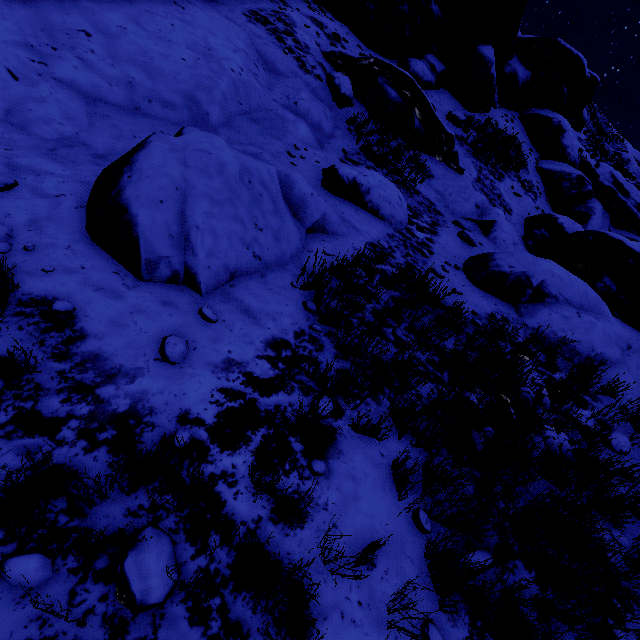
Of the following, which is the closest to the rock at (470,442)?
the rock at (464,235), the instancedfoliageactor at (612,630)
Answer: the instancedfoliageactor at (612,630)

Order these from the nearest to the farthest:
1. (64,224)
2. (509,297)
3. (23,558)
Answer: (23,558)
(64,224)
(509,297)

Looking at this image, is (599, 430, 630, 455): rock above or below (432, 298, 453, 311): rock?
above

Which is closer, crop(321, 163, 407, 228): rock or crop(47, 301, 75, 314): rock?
crop(47, 301, 75, 314): rock

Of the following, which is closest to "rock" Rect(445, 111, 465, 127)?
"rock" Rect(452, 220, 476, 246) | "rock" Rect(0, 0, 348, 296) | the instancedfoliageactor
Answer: the instancedfoliageactor

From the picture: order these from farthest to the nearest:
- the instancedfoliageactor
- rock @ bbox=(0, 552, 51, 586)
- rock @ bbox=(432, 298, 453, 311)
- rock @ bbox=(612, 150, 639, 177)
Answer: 1. rock @ bbox=(612, 150, 639, 177)
2. rock @ bbox=(432, 298, 453, 311)
3. the instancedfoliageactor
4. rock @ bbox=(0, 552, 51, 586)

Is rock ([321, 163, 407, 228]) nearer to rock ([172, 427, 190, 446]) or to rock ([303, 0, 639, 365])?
rock ([172, 427, 190, 446])

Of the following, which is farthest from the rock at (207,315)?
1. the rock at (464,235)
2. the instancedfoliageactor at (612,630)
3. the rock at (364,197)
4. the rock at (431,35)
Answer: the instancedfoliageactor at (612,630)
